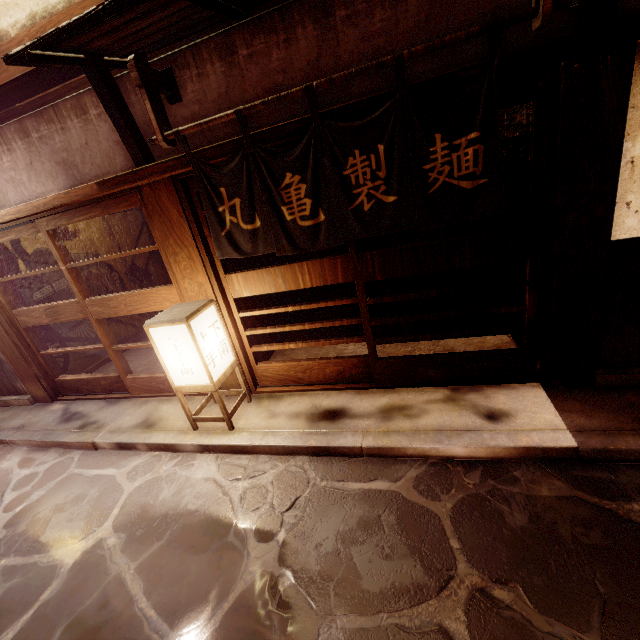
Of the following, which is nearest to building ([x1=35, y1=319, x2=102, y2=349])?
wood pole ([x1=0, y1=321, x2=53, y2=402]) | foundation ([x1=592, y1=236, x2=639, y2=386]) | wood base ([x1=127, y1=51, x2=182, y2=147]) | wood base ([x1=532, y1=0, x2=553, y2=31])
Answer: wood pole ([x1=0, y1=321, x2=53, y2=402])

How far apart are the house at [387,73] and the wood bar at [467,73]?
0.2m

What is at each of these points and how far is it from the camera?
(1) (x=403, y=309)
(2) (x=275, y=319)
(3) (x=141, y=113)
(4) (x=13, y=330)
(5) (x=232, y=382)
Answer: Result:
(1) building, 10.94m
(2) building, 10.30m
(3) house, 6.19m
(4) door frame, 9.34m
(5) wood pole, 8.04m

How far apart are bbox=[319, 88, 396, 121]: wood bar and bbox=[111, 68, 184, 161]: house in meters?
0.2

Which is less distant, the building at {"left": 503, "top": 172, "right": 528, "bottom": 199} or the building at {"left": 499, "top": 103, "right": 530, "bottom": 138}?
the building at {"left": 499, "top": 103, "right": 530, "bottom": 138}

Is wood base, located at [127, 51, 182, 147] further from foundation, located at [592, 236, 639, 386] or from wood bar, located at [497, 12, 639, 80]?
foundation, located at [592, 236, 639, 386]

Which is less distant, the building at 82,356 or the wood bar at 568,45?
the wood bar at 568,45

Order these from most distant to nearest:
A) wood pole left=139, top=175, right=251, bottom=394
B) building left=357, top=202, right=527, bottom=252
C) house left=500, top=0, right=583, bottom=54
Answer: building left=357, top=202, right=527, bottom=252 < wood pole left=139, top=175, right=251, bottom=394 < house left=500, top=0, right=583, bottom=54
